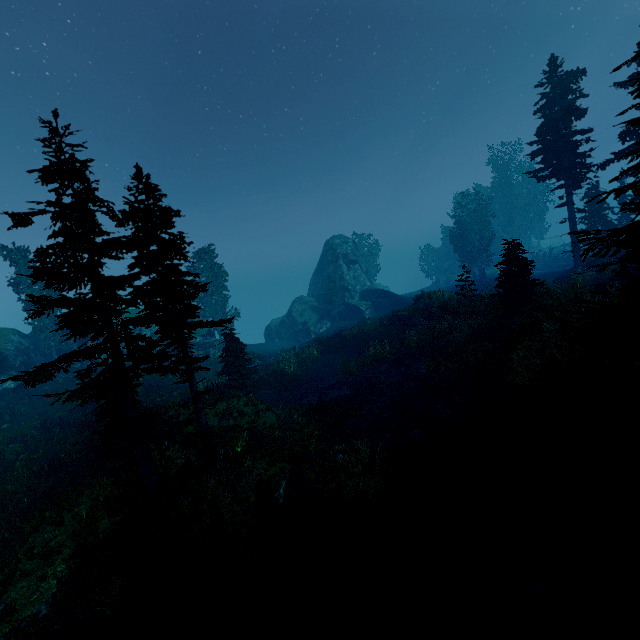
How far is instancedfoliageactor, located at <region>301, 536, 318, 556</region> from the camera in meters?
8.1

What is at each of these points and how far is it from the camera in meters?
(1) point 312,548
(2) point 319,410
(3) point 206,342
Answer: (1) instancedfoliageactor, 8.1 m
(2) tree trunk, 17.1 m
(3) rock, 34.4 m

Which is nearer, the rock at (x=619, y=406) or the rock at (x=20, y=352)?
the rock at (x=619, y=406)

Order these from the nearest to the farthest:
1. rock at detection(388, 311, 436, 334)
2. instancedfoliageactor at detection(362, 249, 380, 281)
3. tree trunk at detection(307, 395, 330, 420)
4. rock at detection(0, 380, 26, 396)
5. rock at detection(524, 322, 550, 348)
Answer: rock at detection(524, 322, 550, 348) → tree trunk at detection(307, 395, 330, 420) → rock at detection(0, 380, 26, 396) → rock at detection(388, 311, 436, 334) → instancedfoliageactor at detection(362, 249, 380, 281)

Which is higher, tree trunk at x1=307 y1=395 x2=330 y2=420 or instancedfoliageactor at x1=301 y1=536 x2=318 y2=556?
tree trunk at x1=307 y1=395 x2=330 y2=420

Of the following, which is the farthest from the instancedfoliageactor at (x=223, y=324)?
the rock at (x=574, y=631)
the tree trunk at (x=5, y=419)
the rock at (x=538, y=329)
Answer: the tree trunk at (x=5, y=419)

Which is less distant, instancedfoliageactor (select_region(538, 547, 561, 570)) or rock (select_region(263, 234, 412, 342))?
instancedfoliageactor (select_region(538, 547, 561, 570))

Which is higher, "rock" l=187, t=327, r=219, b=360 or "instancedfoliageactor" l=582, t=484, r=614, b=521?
"rock" l=187, t=327, r=219, b=360
